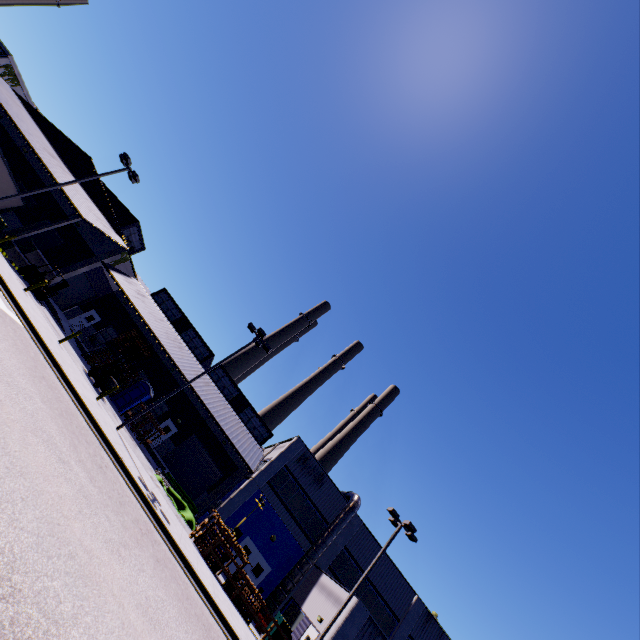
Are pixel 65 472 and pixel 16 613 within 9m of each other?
yes

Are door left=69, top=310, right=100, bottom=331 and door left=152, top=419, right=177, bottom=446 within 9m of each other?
no

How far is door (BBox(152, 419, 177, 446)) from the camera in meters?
31.1 m

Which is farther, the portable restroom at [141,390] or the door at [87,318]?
the door at [87,318]

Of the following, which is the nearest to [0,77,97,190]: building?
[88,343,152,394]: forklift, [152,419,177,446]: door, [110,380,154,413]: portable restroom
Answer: [152,419,177,446]: door

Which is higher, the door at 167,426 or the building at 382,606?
the building at 382,606

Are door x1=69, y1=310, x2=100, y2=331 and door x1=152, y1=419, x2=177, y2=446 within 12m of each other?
no

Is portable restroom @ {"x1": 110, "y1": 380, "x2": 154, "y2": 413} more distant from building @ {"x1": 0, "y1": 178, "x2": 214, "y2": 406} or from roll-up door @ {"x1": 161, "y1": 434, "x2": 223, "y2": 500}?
roll-up door @ {"x1": 161, "y1": 434, "x2": 223, "y2": 500}
